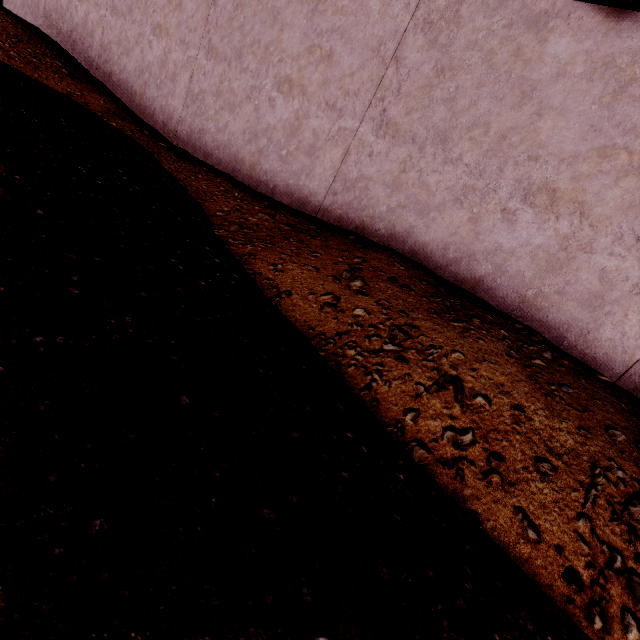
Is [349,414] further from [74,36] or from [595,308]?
[74,36]
